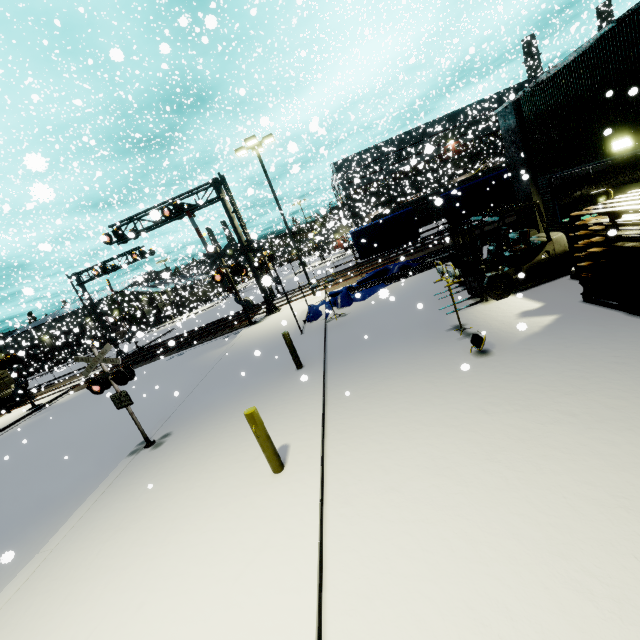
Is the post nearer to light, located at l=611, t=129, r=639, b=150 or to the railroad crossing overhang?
light, located at l=611, t=129, r=639, b=150

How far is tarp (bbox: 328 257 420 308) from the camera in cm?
1546

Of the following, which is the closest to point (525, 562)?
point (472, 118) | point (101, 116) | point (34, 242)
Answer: point (101, 116)

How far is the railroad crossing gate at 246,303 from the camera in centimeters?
1870cm

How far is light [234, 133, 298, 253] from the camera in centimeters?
1818cm

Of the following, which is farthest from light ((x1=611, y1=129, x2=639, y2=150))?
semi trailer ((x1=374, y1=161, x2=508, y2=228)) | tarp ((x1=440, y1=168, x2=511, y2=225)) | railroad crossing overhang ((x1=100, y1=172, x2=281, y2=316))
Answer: semi trailer ((x1=374, y1=161, x2=508, y2=228))

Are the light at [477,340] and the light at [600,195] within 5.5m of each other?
yes

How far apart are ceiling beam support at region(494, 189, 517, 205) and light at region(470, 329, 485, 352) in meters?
7.2
